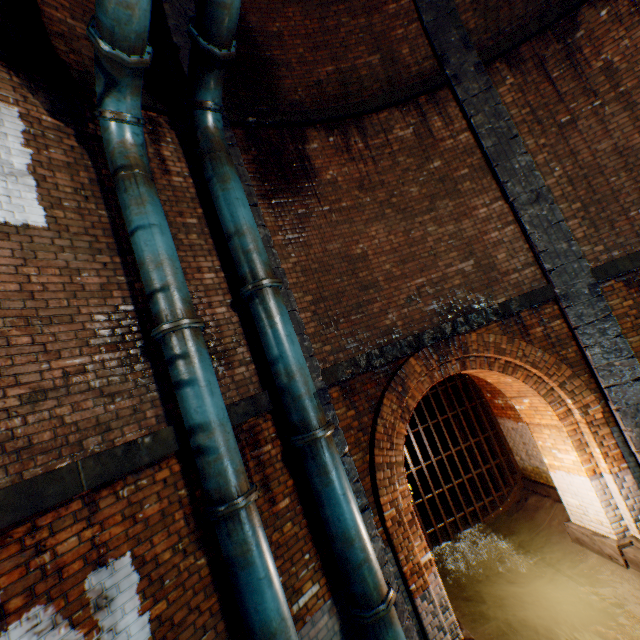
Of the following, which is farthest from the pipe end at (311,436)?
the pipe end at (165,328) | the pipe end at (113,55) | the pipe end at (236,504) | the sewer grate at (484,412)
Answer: the pipe end at (113,55)

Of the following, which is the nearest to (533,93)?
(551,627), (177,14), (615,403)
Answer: (615,403)

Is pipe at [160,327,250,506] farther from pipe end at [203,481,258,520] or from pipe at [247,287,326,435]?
pipe at [247,287,326,435]

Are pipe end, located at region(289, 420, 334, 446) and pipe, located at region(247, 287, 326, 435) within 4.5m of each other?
yes

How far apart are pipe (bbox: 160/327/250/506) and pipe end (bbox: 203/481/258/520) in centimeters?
3cm

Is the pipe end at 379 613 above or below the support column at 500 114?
below

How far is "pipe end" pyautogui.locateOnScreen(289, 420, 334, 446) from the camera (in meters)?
4.07

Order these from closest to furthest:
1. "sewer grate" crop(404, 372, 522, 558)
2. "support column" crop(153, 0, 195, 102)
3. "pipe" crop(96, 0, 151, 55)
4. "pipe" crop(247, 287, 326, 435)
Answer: "pipe" crop(96, 0, 151, 55), "pipe" crop(247, 287, 326, 435), "support column" crop(153, 0, 195, 102), "sewer grate" crop(404, 372, 522, 558)
